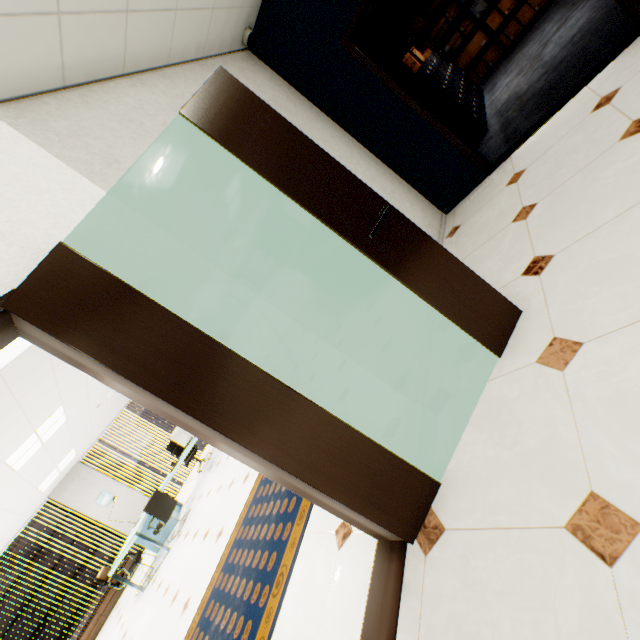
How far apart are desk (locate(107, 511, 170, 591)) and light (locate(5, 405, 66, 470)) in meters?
2.4 m

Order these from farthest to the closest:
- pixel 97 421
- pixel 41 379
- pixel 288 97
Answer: pixel 97 421 < pixel 41 379 < pixel 288 97

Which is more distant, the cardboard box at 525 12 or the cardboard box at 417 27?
the cardboard box at 417 27

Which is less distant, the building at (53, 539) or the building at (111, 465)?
the building at (53, 539)

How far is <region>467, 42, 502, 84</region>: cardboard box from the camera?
6.86m

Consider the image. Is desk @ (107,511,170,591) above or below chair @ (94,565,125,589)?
below

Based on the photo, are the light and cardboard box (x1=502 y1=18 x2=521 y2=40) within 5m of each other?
no

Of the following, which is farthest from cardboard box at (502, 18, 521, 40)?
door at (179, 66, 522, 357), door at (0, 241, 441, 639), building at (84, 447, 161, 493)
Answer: building at (84, 447, 161, 493)
